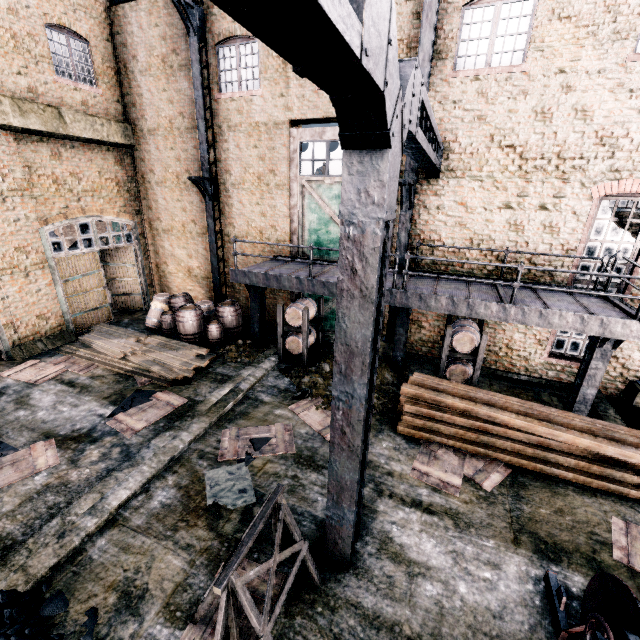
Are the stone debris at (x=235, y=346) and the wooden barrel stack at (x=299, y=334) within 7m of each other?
yes

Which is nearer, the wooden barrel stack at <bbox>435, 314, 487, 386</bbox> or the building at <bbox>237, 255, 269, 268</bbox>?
the wooden barrel stack at <bbox>435, 314, 487, 386</bbox>

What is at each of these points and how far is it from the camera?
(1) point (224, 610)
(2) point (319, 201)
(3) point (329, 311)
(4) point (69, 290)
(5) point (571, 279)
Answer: (1) wooden support structure, 4.1 meters
(2) door, 13.1 meters
(3) door, 14.7 meters
(4) door, 14.1 meters
(5) building, 10.6 meters

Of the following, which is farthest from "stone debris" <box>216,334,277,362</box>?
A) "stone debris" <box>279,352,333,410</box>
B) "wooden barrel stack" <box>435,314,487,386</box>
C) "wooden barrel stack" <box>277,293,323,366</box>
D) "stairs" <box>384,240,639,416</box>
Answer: "wooden barrel stack" <box>435,314,487,386</box>

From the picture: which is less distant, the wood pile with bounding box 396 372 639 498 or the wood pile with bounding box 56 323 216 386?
the wood pile with bounding box 396 372 639 498

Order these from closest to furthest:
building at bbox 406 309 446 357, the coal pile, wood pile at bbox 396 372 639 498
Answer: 1. the coal pile
2. wood pile at bbox 396 372 639 498
3. building at bbox 406 309 446 357

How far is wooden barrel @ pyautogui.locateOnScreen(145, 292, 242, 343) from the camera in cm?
1381

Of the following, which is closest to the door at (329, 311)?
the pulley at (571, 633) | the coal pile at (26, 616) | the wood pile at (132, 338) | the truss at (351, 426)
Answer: the truss at (351, 426)
